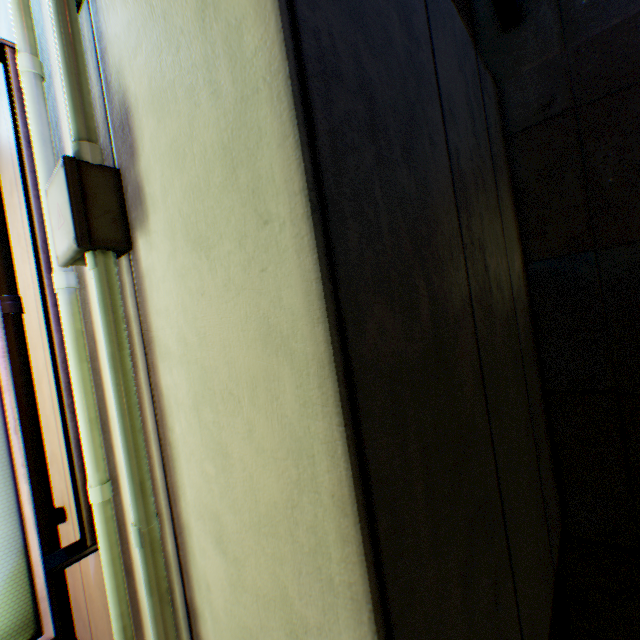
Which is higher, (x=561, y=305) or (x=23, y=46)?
(x=23, y=46)

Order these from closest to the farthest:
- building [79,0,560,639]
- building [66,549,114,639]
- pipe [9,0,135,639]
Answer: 1. building [79,0,560,639]
2. pipe [9,0,135,639]
3. building [66,549,114,639]

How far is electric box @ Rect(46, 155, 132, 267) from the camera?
1.0m

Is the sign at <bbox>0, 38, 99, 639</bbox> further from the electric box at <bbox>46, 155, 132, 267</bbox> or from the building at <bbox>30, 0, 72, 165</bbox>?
the electric box at <bbox>46, 155, 132, 267</bbox>

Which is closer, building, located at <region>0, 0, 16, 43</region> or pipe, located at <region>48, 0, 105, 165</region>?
pipe, located at <region>48, 0, 105, 165</region>

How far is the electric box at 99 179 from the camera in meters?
1.0 m

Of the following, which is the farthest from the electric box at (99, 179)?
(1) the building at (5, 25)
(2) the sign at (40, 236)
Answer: (2) the sign at (40, 236)
